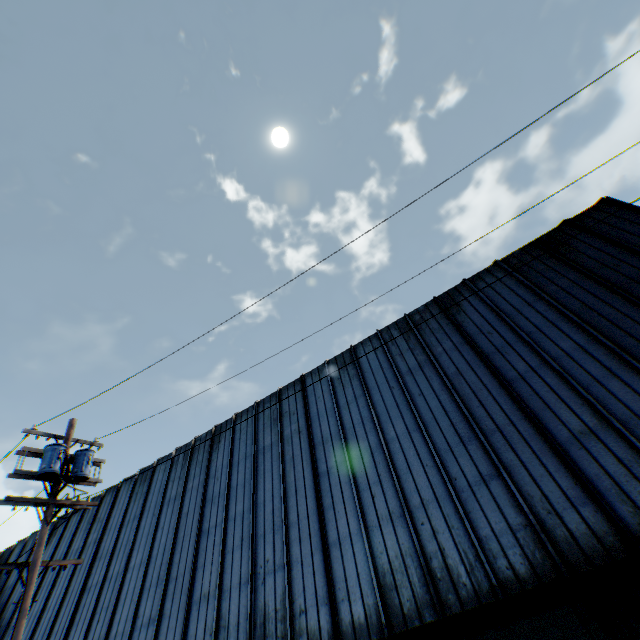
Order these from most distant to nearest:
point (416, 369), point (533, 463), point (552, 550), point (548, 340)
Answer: point (416, 369)
point (548, 340)
point (533, 463)
point (552, 550)

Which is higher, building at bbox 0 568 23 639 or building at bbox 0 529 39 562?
building at bbox 0 529 39 562

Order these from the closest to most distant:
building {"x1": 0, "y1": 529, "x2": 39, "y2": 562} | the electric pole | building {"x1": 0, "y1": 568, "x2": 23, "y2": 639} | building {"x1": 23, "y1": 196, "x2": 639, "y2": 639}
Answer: building {"x1": 23, "y1": 196, "x2": 639, "y2": 639} → the electric pole → building {"x1": 0, "y1": 568, "x2": 23, "y2": 639} → building {"x1": 0, "y1": 529, "x2": 39, "y2": 562}

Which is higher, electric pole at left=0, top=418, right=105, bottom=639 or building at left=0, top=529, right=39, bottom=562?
building at left=0, top=529, right=39, bottom=562

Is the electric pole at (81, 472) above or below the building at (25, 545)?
below

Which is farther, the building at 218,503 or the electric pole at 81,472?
the electric pole at 81,472

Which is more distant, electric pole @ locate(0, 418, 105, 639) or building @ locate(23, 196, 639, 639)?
electric pole @ locate(0, 418, 105, 639)
